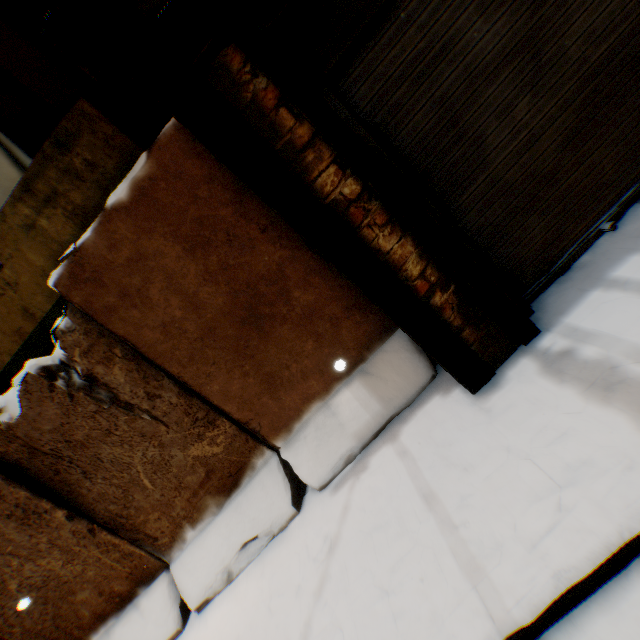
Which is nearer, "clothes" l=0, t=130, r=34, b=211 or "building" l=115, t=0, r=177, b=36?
"building" l=115, t=0, r=177, b=36

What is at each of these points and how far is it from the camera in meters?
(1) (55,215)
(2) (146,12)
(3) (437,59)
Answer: (1) balcony, 3.3 m
(2) building, 1.9 m
(3) rolling overhead door, 2.3 m

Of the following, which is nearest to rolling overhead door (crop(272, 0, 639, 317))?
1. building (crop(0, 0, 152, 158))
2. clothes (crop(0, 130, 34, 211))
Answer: building (crop(0, 0, 152, 158))

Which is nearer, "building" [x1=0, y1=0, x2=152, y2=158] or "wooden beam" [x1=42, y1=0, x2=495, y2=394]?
"wooden beam" [x1=42, y1=0, x2=495, y2=394]

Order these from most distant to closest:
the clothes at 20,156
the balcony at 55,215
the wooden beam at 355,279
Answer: the clothes at 20,156, the balcony at 55,215, the wooden beam at 355,279

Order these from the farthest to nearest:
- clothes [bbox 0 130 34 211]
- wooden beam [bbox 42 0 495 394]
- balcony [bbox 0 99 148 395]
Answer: clothes [bbox 0 130 34 211] → balcony [bbox 0 99 148 395] → wooden beam [bbox 42 0 495 394]

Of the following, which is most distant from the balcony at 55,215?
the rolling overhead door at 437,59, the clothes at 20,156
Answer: the rolling overhead door at 437,59

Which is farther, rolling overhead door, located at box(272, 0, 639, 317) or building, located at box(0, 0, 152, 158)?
building, located at box(0, 0, 152, 158)
